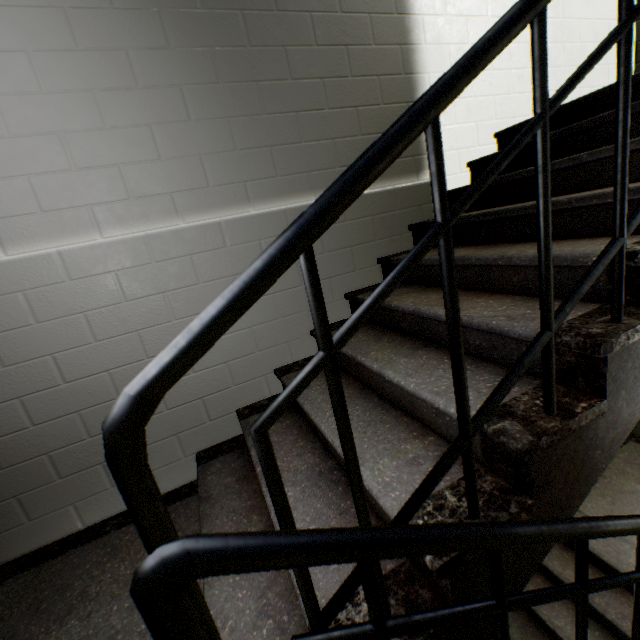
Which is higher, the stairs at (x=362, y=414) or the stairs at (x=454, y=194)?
the stairs at (x=454, y=194)

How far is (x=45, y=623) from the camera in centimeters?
134cm

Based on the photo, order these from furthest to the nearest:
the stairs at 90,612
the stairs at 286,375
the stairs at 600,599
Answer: the stairs at 600,599 → the stairs at 286,375 → the stairs at 90,612

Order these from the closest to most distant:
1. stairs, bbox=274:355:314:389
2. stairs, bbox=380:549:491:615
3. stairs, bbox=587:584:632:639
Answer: stairs, bbox=380:549:491:615 → stairs, bbox=274:355:314:389 → stairs, bbox=587:584:632:639

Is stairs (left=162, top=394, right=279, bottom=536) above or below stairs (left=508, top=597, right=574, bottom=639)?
above

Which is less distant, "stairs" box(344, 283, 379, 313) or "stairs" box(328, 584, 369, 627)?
"stairs" box(328, 584, 369, 627)
